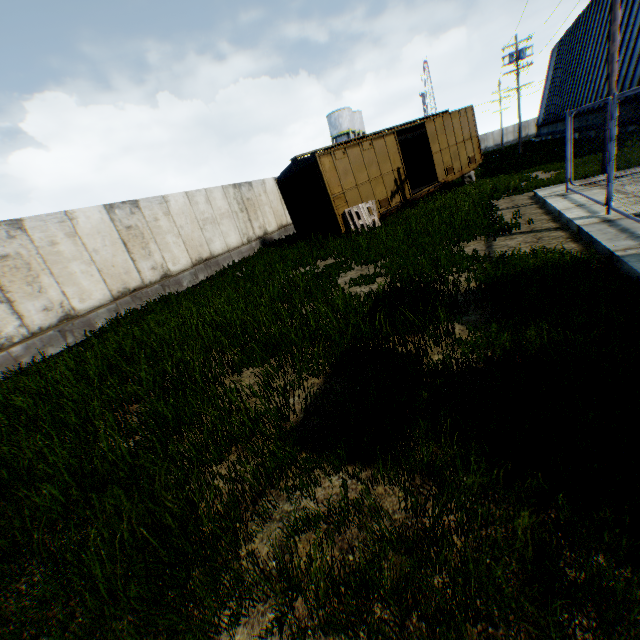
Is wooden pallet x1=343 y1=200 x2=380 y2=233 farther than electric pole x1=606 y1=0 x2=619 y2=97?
Yes

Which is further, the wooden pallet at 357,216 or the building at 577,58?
the building at 577,58

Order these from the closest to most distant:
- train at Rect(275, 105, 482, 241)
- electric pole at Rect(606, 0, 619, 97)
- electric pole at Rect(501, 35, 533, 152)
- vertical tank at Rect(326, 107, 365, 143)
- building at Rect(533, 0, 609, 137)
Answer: electric pole at Rect(606, 0, 619, 97), train at Rect(275, 105, 482, 241), building at Rect(533, 0, 609, 137), electric pole at Rect(501, 35, 533, 152), vertical tank at Rect(326, 107, 365, 143)

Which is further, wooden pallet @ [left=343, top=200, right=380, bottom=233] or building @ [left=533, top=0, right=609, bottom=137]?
building @ [left=533, top=0, right=609, bottom=137]

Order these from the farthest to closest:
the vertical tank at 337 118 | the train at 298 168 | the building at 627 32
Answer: the vertical tank at 337 118
the building at 627 32
the train at 298 168

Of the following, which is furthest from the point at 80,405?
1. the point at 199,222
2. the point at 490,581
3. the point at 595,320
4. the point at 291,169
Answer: the point at 291,169

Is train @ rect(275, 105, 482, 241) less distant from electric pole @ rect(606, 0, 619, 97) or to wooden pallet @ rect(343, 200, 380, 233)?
wooden pallet @ rect(343, 200, 380, 233)

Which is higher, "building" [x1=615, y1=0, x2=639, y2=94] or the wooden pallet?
"building" [x1=615, y1=0, x2=639, y2=94]
